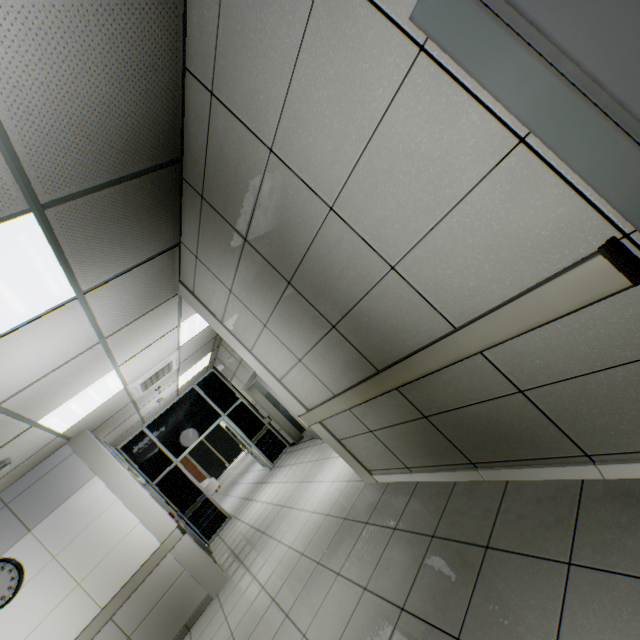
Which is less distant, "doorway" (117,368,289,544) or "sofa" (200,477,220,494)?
"doorway" (117,368,289,544)

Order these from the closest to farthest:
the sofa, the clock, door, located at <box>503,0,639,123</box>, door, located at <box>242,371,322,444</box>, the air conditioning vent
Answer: door, located at <box>503,0,639,123</box> < the clock < the air conditioning vent < door, located at <box>242,371,322,444</box> < the sofa

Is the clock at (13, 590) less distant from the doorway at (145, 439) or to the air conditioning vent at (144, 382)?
the air conditioning vent at (144, 382)

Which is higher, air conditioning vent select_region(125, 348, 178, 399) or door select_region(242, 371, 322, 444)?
air conditioning vent select_region(125, 348, 178, 399)

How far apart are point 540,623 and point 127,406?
6.5m

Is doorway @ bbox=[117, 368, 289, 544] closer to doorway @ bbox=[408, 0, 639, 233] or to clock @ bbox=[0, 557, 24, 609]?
clock @ bbox=[0, 557, 24, 609]

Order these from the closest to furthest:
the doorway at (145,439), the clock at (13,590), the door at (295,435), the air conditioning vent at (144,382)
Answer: the clock at (13,590) → the air conditioning vent at (144,382) → the door at (295,435) → the doorway at (145,439)

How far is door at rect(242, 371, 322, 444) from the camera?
7.2m
